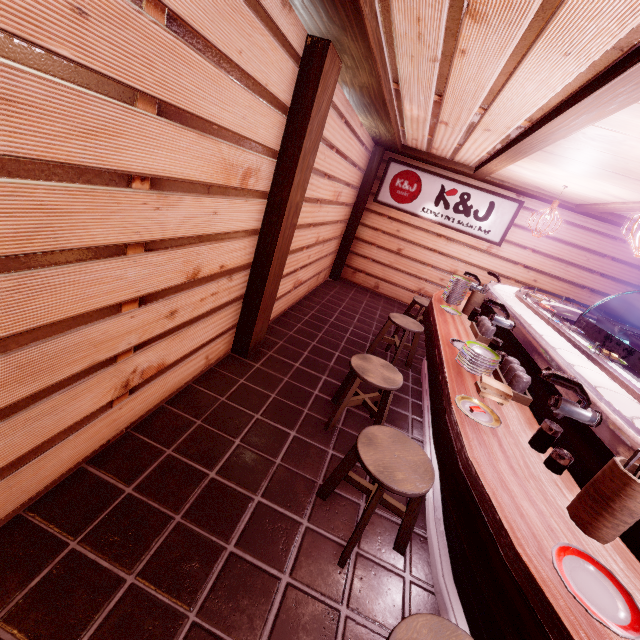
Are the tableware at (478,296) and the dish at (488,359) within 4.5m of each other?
yes

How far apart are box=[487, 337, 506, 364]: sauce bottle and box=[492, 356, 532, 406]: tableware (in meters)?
0.52

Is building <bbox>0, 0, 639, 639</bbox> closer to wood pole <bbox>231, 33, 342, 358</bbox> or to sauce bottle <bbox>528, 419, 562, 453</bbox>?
wood pole <bbox>231, 33, 342, 358</bbox>

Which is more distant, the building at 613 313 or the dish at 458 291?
the building at 613 313

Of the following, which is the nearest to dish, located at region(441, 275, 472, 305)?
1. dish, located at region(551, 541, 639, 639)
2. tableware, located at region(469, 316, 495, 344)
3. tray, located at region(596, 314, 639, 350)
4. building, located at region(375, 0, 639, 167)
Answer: tableware, located at region(469, 316, 495, 344)

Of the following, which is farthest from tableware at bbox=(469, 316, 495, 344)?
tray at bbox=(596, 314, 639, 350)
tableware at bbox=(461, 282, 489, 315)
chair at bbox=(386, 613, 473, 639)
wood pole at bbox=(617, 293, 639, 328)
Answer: wood pole at bbox=(617, 293, 639, 328)

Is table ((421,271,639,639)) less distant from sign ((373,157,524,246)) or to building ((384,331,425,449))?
building ((384,331,425,449))

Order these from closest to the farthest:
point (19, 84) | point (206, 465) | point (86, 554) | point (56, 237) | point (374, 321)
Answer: point (19, 84), point (56, 237), point (86, 554), point (206, 465), point (374, 321)
